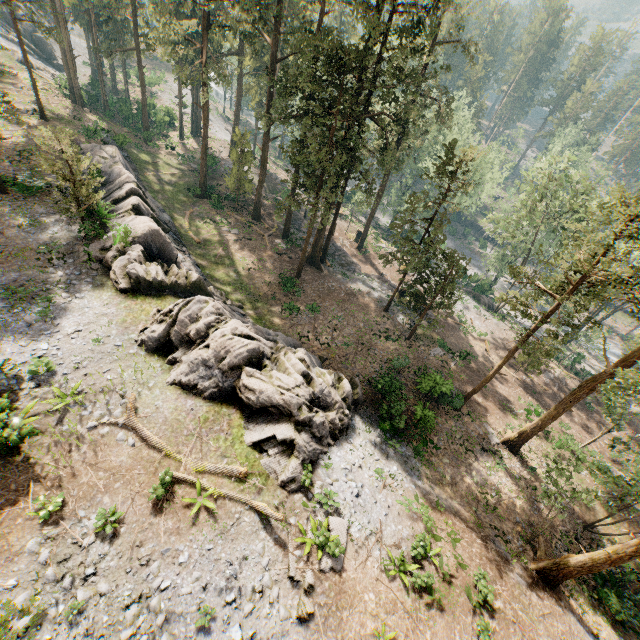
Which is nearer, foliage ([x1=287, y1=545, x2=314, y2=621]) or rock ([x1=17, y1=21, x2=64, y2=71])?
foliage ([x1=287, y1=545, x2=314, y2=621])

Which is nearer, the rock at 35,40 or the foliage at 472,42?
the foliage at 472,42

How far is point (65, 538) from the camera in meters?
11.5 m

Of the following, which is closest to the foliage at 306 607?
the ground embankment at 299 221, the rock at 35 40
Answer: the ground embankment at 299 221

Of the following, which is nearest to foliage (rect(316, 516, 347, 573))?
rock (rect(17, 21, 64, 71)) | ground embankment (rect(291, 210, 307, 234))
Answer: ground embankment (rect(291, 210, 307, 234))

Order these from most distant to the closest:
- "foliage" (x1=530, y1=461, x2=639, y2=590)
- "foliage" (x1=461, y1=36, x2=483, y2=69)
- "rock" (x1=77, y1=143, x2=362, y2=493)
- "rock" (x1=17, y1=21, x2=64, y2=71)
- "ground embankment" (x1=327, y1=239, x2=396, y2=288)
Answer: "rock" (x1=17, y1=21, x2=64, y2=71), "ground embankment" (x1=327, y1=239, x2=396, y2=288), "foliage" (x1=461, y1=36, x2=483, y2=69), "rock" (x1=77, y1=143, x2=362, y2=493), "foliage" (x1=530, y1=461, x2=639, y2=590)

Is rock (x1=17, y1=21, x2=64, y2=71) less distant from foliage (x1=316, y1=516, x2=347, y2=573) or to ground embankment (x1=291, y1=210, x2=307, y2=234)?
foliage (x1=316, y1=516, x2=347, y2=573)

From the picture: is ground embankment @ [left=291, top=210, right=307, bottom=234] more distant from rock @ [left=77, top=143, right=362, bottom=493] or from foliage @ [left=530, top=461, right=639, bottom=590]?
rock @ [left=77, top=143, right=362, bottom=493]
